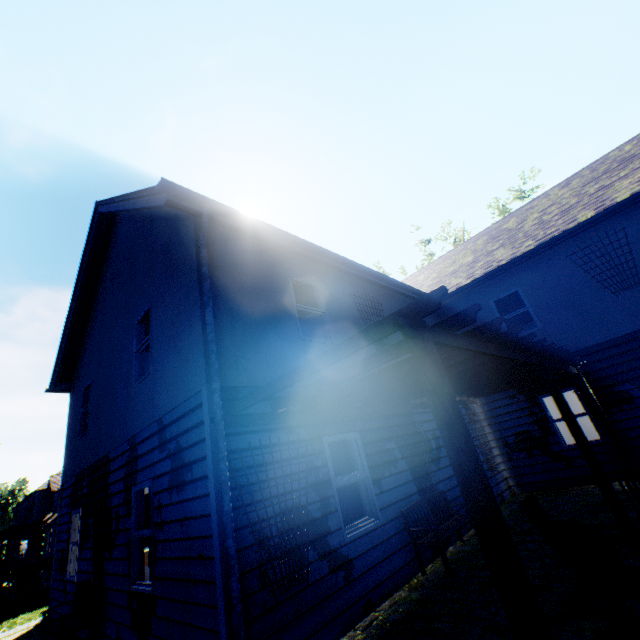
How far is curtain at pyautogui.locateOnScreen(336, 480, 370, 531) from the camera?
5.64m

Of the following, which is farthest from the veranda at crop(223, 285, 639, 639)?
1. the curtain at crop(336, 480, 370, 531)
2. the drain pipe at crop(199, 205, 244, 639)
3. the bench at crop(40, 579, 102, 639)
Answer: the bench at crop(40, 579, 102, 639)

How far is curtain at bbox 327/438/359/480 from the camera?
5.98m

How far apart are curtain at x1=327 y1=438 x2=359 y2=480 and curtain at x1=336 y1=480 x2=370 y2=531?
0.07m

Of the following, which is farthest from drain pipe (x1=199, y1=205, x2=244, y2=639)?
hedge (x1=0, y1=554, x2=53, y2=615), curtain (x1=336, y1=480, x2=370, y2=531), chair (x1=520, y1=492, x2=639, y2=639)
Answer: hedge (x1=0, y1=554, x2=53, y2=615)

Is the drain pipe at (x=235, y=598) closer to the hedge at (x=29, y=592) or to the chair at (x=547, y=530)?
the chair at (x=547, y=530)

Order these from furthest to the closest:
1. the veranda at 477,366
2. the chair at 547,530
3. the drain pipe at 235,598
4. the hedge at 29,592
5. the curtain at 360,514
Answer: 1. the hedge at 29,592
2. the curtain at 360,514
3. the drain pipe at 235,598
4. the chair at 547,530
5. the veranda at 477,366

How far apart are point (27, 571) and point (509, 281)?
20.81m
